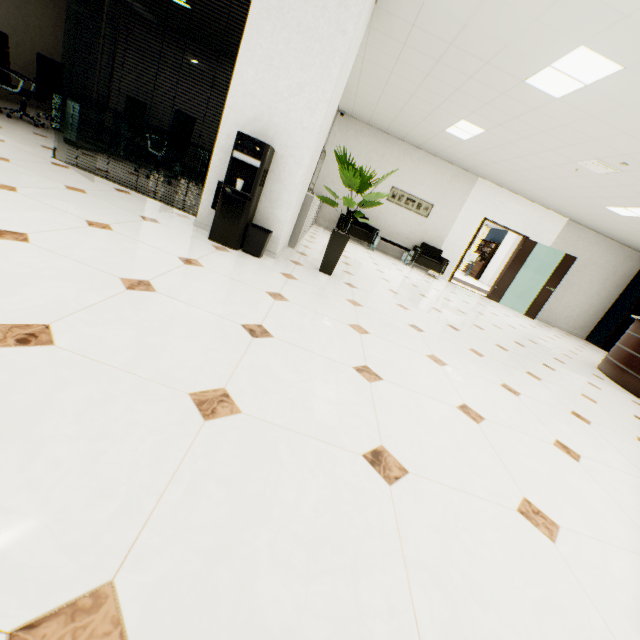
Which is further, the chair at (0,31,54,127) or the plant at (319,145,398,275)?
the chair at (0,31,54,127)

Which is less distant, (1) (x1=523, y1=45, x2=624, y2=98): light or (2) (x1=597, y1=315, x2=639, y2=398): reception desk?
(1) (x1=523, y1=45, x2=624, y2=98): light

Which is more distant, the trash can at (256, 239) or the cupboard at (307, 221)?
the cupboard at (307, 221)

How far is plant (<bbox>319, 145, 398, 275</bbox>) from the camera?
3.56m

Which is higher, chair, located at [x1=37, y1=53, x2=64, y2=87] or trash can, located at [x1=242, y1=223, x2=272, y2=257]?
chair, located at [x1=37, y1=53, x2=64, y2=87]

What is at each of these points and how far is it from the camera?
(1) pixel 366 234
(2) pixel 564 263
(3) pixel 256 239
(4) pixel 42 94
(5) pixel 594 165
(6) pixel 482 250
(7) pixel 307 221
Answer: (1) chair, 9.0 meters
(2) door, 9.3 meters
(3) trash can, 3.5 meters
(4) chair, 6.7 meters
(5) ceiling vent, 5.3 meters
(6) book, 18.8 meters
(7) cupboard, 5.4 meters

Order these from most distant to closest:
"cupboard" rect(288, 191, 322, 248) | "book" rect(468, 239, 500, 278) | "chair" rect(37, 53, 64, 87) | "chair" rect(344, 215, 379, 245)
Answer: "book" rect(468, 239, 500, 278) → "chair" rect(344, 215, 379, 245) → "chair" rect(37, 53, 64, 87) → "cupboard" rect(288, 191, 322, 248)

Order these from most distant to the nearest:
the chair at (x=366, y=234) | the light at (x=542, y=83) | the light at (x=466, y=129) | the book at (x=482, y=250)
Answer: the book at (x=482, y=250)
the chair at (x=366, y=234)
the light at (x=466, y=129)
the light at (x=542, y=83)
